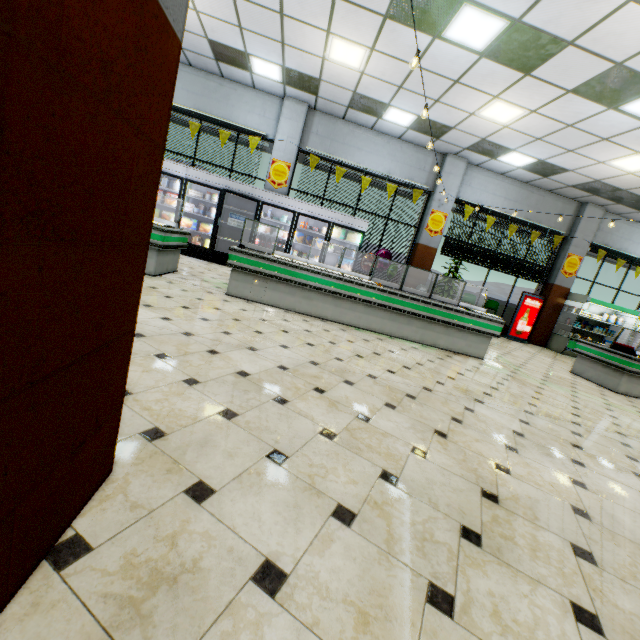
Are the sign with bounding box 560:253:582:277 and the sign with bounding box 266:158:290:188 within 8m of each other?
no

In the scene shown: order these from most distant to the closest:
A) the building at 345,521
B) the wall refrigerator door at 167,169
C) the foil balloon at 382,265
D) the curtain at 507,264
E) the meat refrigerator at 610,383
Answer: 1. the curtain at 507,264
2. the foil balloon at 382,265
3. the wall refrigerator door at 167,169
4. the meat refrigerator at 610,383
5. the building at 345,521

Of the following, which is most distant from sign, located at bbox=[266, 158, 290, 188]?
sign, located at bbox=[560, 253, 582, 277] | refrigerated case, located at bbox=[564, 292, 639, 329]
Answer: refrigerated case, located at bbox=[564, 292, 639, 329]

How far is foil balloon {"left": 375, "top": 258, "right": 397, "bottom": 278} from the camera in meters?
9.8

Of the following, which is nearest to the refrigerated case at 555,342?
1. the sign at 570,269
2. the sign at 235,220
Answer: the sign at 570,269

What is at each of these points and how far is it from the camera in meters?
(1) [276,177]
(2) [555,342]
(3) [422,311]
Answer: (1) sign, 9.5
(2) refrigerated case, 11.2
(3) meat refrigerator, 5.6

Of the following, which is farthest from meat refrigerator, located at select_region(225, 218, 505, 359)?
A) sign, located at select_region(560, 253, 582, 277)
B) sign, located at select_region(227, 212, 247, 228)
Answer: sign, located at select_region(560, 253, 582, 277)

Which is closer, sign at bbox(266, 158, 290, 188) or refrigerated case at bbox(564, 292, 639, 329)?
sign at bbox(266, 158, 290, 188)
